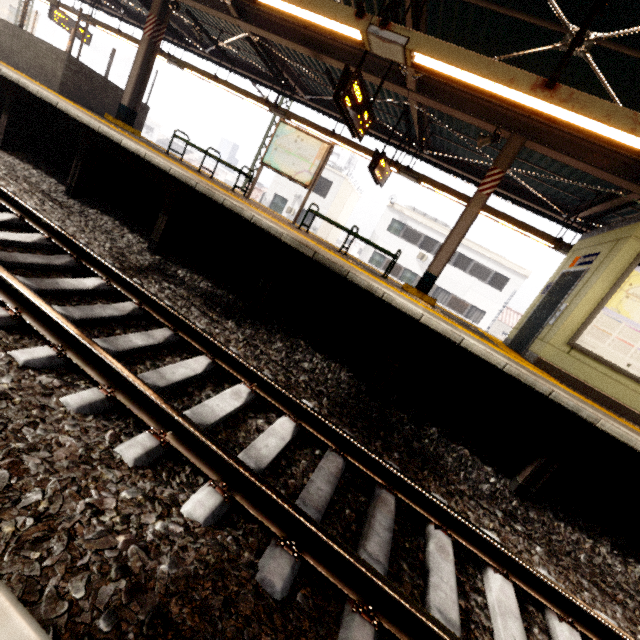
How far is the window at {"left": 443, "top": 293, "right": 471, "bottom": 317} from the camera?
25.4m

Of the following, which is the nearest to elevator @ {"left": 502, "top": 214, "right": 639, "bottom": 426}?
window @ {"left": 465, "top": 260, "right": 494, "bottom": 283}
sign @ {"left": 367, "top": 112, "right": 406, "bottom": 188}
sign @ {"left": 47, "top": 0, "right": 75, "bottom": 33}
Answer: sign @ {"left": 367, "top": 112, "right": 406, "bottom": 188}

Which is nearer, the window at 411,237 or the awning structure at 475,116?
the awning structure at 475,116

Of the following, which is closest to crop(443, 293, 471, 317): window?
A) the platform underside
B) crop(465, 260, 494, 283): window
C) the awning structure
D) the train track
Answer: crop(465, 260, 494, 283): window

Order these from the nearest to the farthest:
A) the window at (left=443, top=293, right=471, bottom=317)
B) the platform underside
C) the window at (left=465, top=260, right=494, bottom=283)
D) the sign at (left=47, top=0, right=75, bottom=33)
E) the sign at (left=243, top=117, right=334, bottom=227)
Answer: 1. the platform underside
2. the sign at (left=243, top=117, right=334, bottom=227)
3. the sign at (left=47, top=0, right=75, bottom=33)
4. the window at (left=465, top=260, right=494, bottom=283)
5. the window at (left=443, top=293, right=471, bottom=317)

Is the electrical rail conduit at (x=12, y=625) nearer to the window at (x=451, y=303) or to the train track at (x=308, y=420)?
the train track at (x=308, y=420)

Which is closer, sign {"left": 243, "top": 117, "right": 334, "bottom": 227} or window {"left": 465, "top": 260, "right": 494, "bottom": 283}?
sign {"left": 243, "top": 117, "right": 334, "bottom": 227}

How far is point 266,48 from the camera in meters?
9.2
